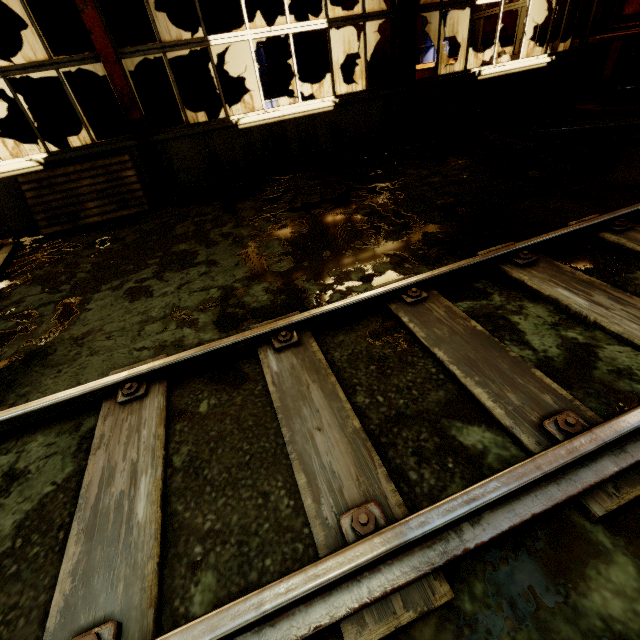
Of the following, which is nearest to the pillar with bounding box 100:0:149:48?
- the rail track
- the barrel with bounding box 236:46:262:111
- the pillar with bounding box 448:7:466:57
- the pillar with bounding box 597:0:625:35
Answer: the barrel with bounding box 236:46:262:111

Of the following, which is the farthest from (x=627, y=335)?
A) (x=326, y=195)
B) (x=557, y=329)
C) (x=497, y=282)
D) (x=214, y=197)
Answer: (x=214, y=197)

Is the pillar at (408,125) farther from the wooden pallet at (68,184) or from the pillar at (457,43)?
the pillar at (457,43)

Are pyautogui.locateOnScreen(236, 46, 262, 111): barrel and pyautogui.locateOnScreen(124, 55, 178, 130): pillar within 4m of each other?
yes

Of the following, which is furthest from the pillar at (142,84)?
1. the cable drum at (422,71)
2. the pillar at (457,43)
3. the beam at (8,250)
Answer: the pillar at (457,43)

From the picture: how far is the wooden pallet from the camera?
5.1 meters

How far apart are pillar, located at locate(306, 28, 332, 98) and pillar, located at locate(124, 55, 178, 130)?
4.2m

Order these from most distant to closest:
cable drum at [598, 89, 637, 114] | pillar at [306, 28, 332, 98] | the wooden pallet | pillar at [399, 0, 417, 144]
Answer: pillar at [306, 28, 332, 98]
cable drum at [598, 89, 637, 114]
pillar at [399, 0, 417, 144]
the wooden pallet
